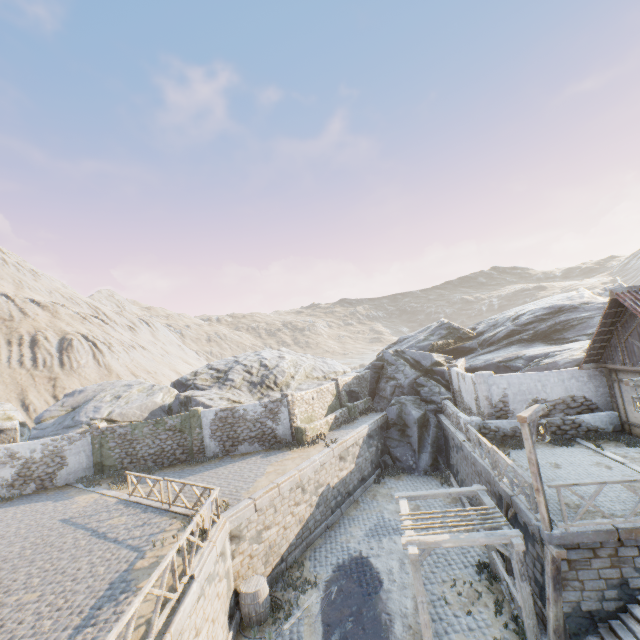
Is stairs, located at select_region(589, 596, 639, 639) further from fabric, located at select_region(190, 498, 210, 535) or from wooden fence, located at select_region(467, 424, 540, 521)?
fabric, located at select_region(190, 498, 210, 535)

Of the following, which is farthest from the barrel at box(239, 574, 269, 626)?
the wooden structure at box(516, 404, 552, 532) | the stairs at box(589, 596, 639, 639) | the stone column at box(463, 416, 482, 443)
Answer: the stone column at box(463, 416, 482, 443)

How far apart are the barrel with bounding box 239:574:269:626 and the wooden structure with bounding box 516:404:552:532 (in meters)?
9.13

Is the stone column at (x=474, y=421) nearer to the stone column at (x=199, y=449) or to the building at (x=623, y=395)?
the building at (x=623, y=395)

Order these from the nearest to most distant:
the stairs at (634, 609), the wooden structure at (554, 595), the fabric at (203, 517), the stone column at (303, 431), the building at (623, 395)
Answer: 1. the stairs at (634, 609)
2. the wooden structure at (554, 595)
3. the fabric at (203, 517)
4. the building at (623, 395)
5. the stone column at (303, 431)

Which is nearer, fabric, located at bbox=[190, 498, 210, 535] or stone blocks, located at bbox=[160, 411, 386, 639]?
stone blocks, located at bbox=[160, 411, 386, 639]

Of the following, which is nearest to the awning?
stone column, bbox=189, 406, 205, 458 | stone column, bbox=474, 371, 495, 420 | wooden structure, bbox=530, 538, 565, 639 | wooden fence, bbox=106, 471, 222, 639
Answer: wooden structure, bbox=530, 538, 565, 639

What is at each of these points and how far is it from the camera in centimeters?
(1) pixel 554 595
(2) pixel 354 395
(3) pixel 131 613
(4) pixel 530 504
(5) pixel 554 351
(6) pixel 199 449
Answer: (1) wooden structure, 818cm
(2) rock, 2697cm
(3) wooden fence, 624cm
(4) wooden fence, 909cm
(5) rock, 2172cm
(6) stone column, 2005cm
